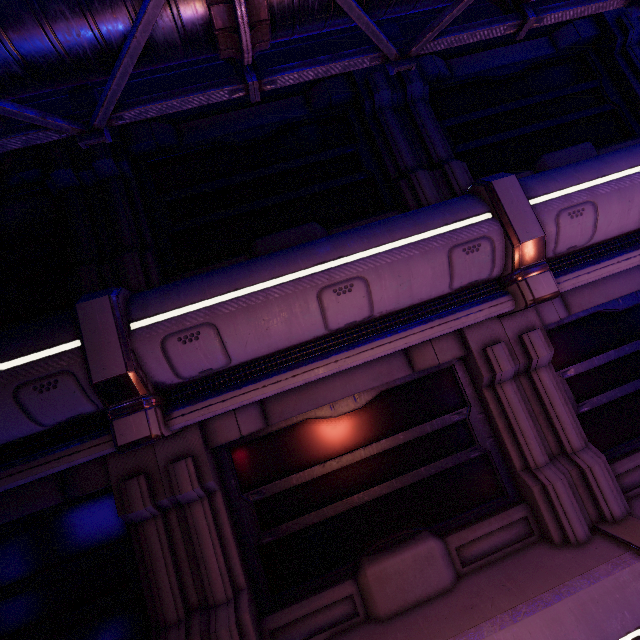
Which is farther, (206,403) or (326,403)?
(326,403)
